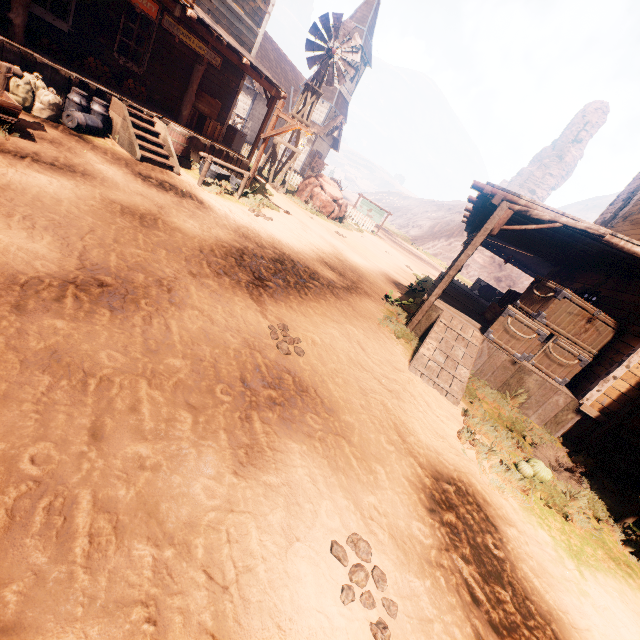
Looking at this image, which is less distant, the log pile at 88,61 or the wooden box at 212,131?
the log pile at 88,61

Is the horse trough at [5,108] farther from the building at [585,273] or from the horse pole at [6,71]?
the building at [585,273]

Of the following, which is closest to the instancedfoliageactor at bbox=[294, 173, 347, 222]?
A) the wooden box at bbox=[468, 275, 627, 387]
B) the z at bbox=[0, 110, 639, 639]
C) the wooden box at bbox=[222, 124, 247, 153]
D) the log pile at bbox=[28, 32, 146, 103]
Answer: the z at bbox=[0, 110, 639, 639]

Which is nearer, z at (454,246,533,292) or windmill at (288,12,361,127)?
windmill at (288,12,361,127)

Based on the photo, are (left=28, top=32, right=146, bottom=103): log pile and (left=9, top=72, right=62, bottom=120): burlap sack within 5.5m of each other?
yes

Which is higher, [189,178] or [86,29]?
[86,29]

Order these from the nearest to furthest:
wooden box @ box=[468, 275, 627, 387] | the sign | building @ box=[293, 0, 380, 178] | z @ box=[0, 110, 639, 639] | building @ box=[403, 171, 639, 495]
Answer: z @ box=[0, 110, 639, 639] < building @ box=[403, 171, 639, 495] < wooden box @ box=[468, 275, 627, 387] < the sign < building @ box=[293, 0, 380, 178]

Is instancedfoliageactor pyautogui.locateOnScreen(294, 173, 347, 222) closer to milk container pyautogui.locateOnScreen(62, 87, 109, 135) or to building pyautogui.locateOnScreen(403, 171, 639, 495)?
building pyautogui.locateOnScreen(403, 171, 639, 495)
